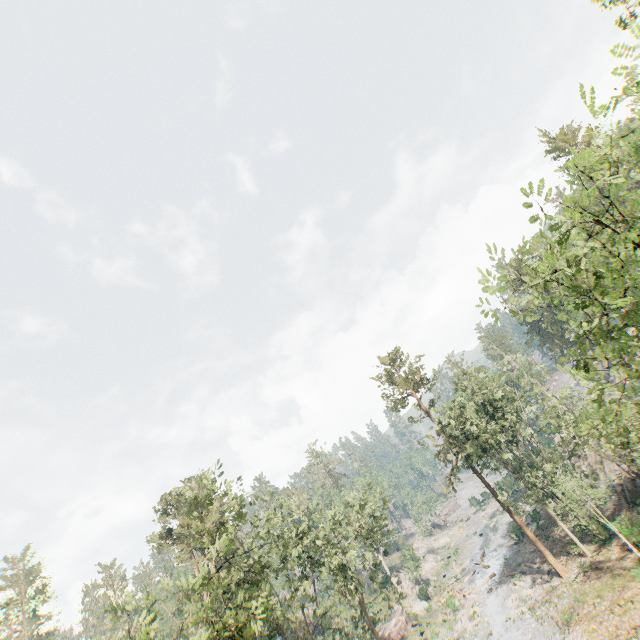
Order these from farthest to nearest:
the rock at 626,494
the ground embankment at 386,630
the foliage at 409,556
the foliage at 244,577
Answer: the foliage at 409,556, the ground embankment at 386,630, the rock at 626,494, the foliage at 244,577

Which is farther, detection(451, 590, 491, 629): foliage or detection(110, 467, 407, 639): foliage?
detection(451, 590, 491, 629): foliage

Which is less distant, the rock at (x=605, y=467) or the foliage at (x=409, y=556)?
the rock at (x=605, y=467)

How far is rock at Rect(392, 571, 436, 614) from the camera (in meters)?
47.12

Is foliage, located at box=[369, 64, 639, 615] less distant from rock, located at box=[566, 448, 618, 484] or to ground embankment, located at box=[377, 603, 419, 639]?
ground embankment, located at box=[377, 603, 419, 639]

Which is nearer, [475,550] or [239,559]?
[239,559]

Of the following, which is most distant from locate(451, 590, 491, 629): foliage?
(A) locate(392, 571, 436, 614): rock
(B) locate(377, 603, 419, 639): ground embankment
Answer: (A) locate(392, 571, 436, 614): rock

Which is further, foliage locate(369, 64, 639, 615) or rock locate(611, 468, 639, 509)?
rock locate(611, 468, 639, 509)
